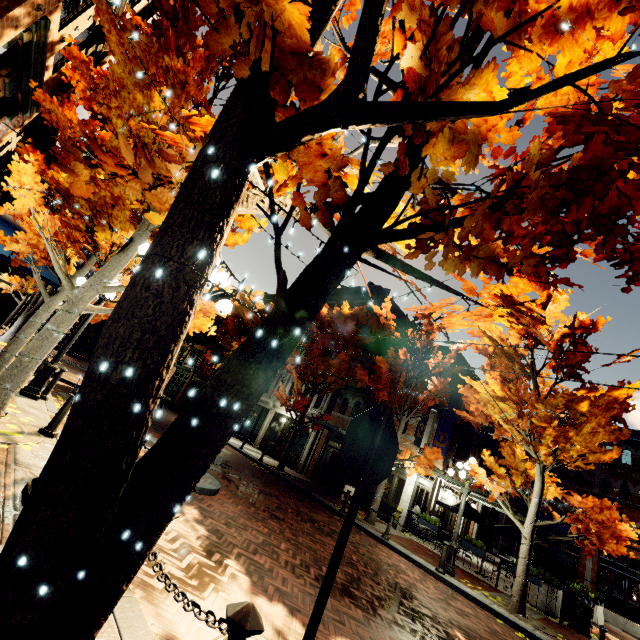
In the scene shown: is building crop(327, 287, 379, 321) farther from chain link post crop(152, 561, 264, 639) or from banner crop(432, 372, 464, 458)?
chain link post crop(152, 561, 264, 639)

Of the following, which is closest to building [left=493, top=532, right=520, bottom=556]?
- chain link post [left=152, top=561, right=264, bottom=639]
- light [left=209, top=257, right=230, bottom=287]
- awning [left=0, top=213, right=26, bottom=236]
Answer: awning [left=0, top=213, right=26, bottom=236]

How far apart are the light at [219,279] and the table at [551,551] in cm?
1667

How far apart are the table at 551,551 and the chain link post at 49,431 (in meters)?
17.45

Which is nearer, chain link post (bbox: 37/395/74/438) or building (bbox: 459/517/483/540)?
chain link post (bbox: 37/395/74/438)

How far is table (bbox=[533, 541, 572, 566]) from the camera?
13.4m

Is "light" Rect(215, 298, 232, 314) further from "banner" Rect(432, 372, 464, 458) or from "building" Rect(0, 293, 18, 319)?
"banner" Rect(432, 372, 464, 458)

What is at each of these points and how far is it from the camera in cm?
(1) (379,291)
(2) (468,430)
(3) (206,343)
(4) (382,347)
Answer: (1) building, 2438
(2) banner, 1855
(3) building, 3881
(4) building, 2192
